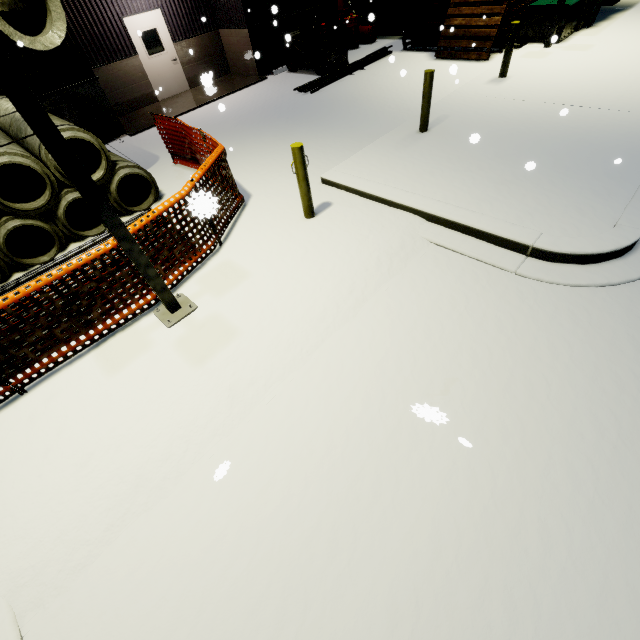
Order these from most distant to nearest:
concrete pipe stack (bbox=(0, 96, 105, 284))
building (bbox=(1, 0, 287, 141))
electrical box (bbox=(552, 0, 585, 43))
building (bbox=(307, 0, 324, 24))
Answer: building (bbox=(307, 0, 324, 24))
electrical box (bbox=(552, 0, 585, 43))
building (bbox=(1, 0, 287, 141))
concrete pipe stack (bbox=(0, 96, 105, 284))

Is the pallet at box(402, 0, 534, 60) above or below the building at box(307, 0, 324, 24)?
below

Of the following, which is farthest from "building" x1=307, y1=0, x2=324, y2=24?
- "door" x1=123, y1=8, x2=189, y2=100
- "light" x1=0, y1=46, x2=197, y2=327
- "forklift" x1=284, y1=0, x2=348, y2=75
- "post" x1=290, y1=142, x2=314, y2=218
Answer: "post" x1=290, y1=142, x2=314, y2=218

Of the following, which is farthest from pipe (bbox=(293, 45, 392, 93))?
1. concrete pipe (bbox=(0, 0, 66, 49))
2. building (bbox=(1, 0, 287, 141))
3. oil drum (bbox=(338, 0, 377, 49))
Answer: concrete pipe (bbox=(0, 0, 66, 49))

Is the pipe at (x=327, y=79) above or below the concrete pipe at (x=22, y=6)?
below

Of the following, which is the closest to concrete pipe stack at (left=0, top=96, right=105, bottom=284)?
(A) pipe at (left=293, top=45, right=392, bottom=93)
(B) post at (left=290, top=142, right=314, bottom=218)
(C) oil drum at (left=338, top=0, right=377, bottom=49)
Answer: (A) pipe at (left=293, top=45, right=392, bottom=93)

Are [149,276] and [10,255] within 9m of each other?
yes

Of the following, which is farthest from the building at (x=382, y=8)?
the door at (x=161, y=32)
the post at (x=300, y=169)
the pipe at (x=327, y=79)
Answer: the post at (x=300, y=169)
